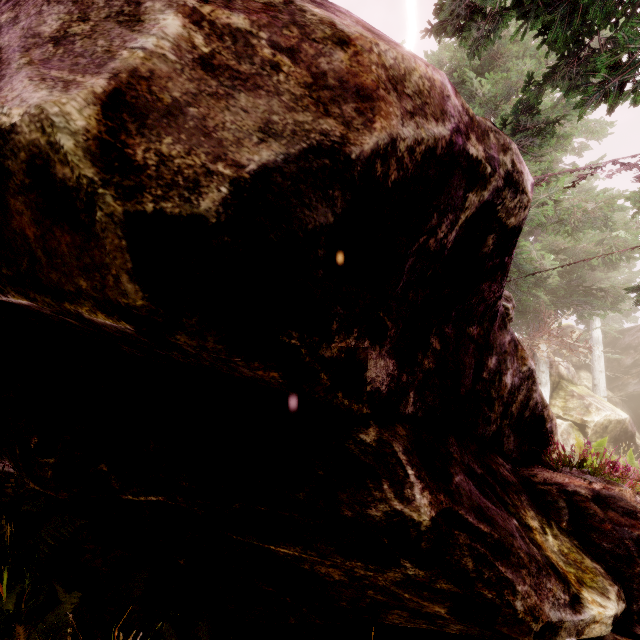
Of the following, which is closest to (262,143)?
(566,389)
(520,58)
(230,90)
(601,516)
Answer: (230,90)

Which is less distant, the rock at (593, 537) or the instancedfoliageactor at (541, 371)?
the rock at (593, 537)

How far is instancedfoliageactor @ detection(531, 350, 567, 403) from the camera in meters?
15.7 m

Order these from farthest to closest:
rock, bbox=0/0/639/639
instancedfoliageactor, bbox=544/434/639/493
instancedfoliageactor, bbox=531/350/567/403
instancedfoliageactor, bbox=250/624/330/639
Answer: instancedfoliageactor, bbox=531/350/567/403 → instancedfoliageactor, bbox=544/434/639/493 → instancedfoliageactor, bbox=250/624/330/639 → rock, bbox=0/0/639/639

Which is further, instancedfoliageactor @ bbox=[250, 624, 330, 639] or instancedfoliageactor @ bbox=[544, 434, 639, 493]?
instancedfoliageactor @ bbox=[544, 434, 639, 493]

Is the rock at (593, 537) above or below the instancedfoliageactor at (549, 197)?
below

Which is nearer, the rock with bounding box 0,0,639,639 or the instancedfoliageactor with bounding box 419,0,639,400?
the rock with bounding box 0,0,639,639
